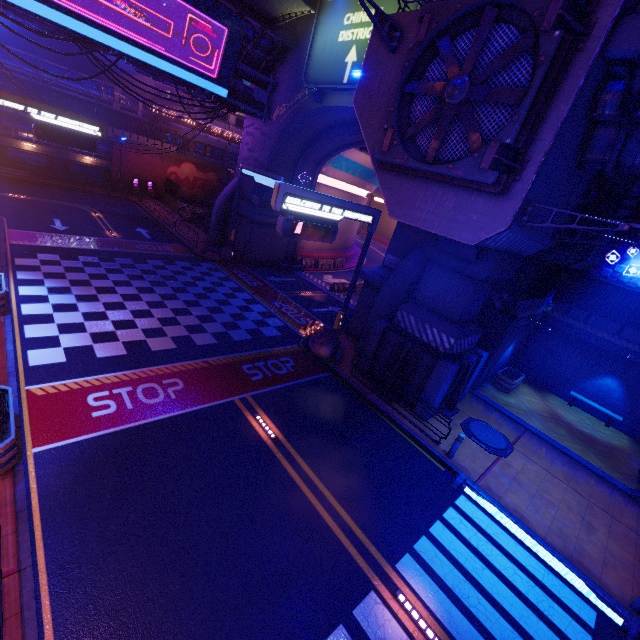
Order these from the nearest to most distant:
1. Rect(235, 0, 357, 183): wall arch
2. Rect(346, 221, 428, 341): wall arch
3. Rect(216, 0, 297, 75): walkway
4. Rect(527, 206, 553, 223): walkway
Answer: Rect(527, 206, 553, 223): walkway
Rect(346, 221, 428, 341): wall arch
Rect(216, 0, 297, 75): walkway
Rect(235, 0, 357, 183): wall arch

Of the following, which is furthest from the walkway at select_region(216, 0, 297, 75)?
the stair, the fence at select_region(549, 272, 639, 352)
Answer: the fence at select_region(549, 272, 639, 352)

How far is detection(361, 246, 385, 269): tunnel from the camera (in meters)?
41.54

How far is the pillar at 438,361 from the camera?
12.3 meters

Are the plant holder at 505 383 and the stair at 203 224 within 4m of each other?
no

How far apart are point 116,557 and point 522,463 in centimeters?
1358cm

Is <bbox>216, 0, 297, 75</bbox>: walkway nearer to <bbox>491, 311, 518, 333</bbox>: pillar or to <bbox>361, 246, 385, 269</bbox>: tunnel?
<bbox>361, 246, 385, 269</bbox>: tunnel
